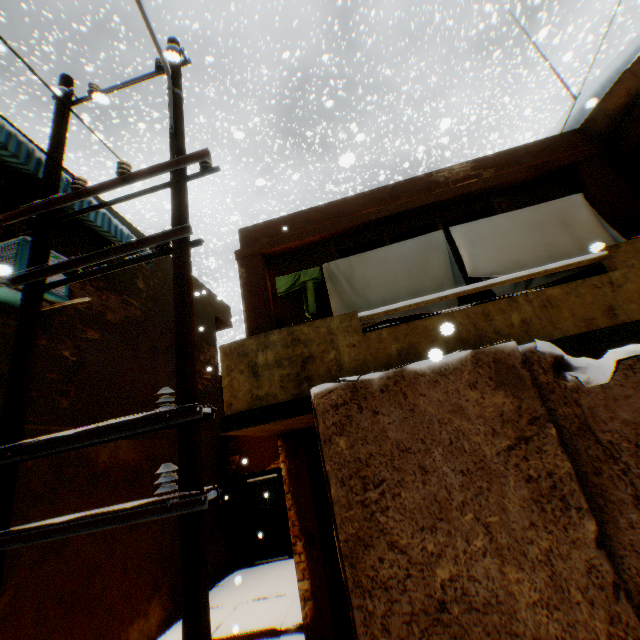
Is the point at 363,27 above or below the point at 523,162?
above

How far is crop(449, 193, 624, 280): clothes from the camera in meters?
4.6 m

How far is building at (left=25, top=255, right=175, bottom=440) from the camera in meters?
5.6 m

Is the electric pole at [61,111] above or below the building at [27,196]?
below

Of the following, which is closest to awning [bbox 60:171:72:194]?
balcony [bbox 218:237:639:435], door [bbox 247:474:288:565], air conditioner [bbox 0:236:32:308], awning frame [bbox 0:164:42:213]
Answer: awning frame [bbox 0:164:42:213]

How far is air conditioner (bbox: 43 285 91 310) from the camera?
5.2 meters

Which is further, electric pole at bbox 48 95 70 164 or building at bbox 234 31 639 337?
building at bbox 234 31 639 337

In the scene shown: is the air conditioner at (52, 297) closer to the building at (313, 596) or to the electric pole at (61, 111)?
the building at (313, 596)
